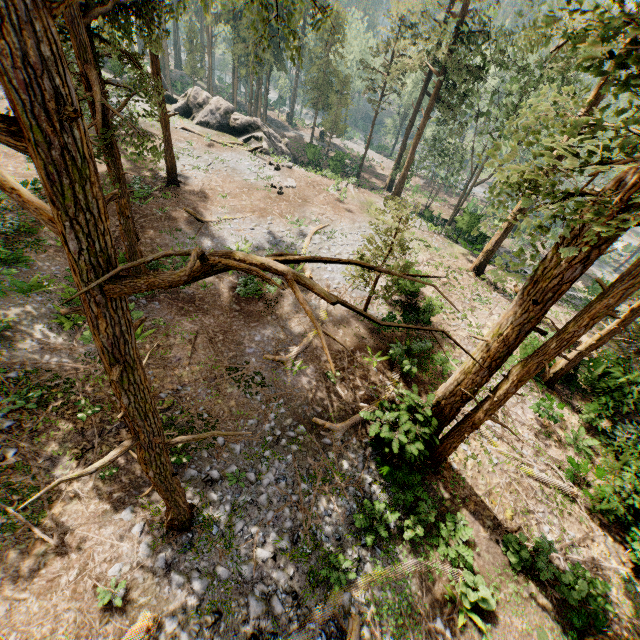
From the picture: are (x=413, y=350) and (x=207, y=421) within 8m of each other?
no

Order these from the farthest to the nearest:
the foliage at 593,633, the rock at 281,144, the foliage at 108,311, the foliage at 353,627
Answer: the rock at 281,144 < the foliage at 593,633 < the foliage at 353,627 < the foliage at 108,311

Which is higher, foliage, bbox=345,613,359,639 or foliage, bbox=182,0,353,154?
foliage, bbox=182,0,353,154

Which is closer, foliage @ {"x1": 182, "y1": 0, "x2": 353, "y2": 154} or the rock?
foliage @ {"x1": 182, "y1": 0, "x2": 353, "y2": 154}

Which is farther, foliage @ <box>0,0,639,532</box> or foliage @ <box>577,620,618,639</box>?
foliage @ <box>577,620,618,639</box>

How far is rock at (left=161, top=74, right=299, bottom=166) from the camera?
33.22m

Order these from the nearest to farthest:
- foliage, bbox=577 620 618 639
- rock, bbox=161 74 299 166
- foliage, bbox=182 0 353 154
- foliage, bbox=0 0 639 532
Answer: foliage, bbox=0 0 639 532, foliage, bbox=182 0 353 154, foliage, bbox=577 620 618 639, rock, bbox=161 74 299 166

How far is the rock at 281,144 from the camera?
33.22m
